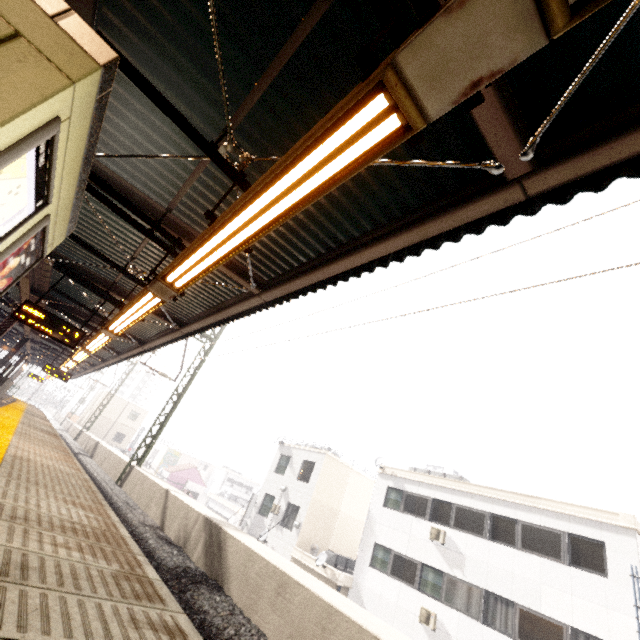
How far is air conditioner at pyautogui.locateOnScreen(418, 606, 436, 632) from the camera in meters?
14.0

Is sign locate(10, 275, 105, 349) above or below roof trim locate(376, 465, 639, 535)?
below

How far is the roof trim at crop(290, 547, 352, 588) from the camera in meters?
17.1

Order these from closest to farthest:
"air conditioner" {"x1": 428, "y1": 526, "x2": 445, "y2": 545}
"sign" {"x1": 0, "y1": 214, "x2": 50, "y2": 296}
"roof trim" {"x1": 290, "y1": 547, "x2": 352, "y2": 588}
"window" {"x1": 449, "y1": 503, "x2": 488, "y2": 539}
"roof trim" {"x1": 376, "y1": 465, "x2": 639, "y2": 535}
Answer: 1. "sign" {"x1": 0, "y1": 214, "x2": 50, "y2": 296}
2. "roof trim" {"x1": 376, "y1": 465, "x2": 639, "y2": 535}
3. "window" {"x1": 449, "y1": 503, "x2": 488, "y2": 539}
4. "air conditioner" {"x1": 428, "y1": 526, "x2": 445, "y2": 545}
5. "roof trim" {"x1": 290, "y1": 547, "x2": 352, "y2": 588}

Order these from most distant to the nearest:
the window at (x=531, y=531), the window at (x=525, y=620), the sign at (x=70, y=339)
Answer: the window at (x=531, y=531) < the window at (x=525, y=620) < the sign at (x=70, y=339)

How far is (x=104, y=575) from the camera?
2.1m

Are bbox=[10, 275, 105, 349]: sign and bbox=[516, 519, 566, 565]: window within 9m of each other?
no

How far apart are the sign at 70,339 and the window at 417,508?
17.69m
